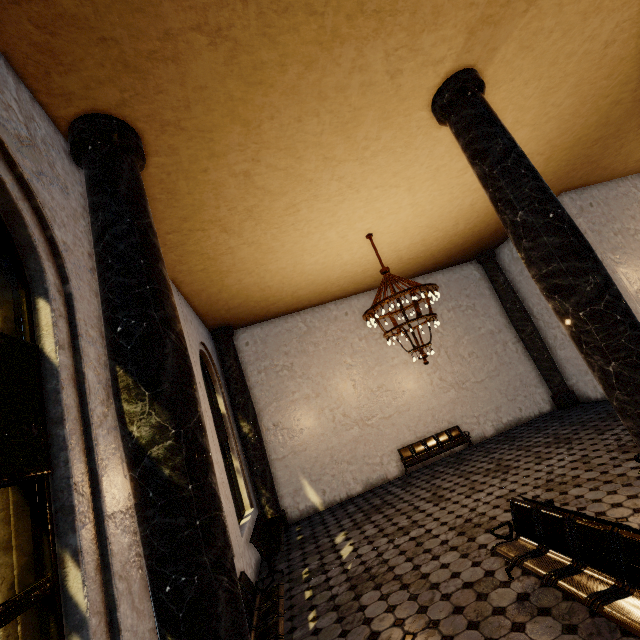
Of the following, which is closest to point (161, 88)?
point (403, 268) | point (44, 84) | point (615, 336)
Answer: point (44, 84)
